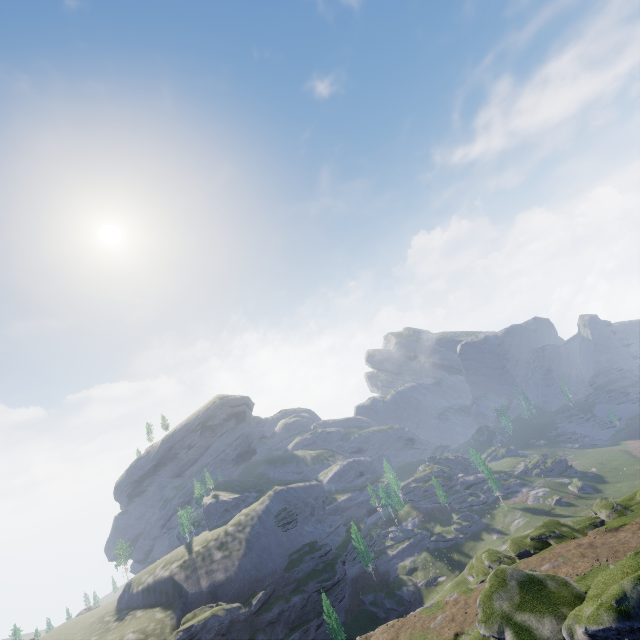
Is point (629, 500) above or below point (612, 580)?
below
